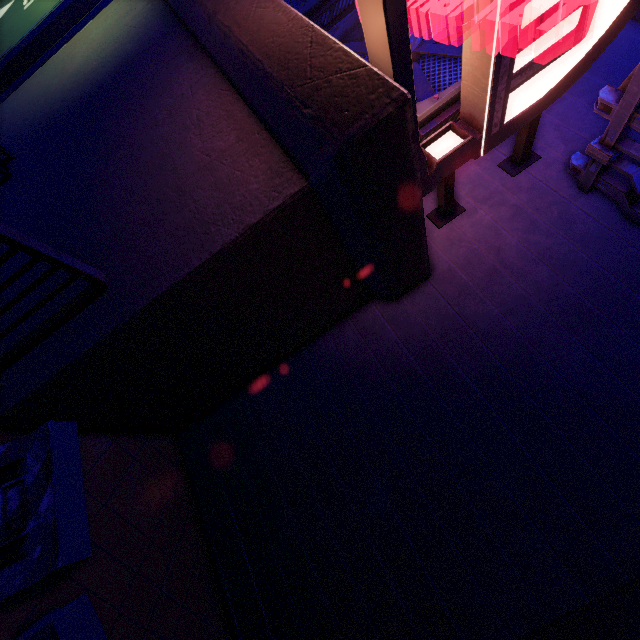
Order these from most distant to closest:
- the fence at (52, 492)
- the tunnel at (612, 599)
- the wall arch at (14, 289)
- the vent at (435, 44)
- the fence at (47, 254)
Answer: the vent at (435, 44) → the wall arch at (14, 289) → the tunnel at (612, 599) → the fence at (52, 492) → the fence at (47, 254)

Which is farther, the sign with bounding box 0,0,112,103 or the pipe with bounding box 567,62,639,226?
the sign with bounding box 0,0,112,103

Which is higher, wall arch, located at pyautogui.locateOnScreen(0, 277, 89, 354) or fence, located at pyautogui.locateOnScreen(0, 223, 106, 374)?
fence, located at pyautogui.locateOnScreen(0, 223, 106, 374)

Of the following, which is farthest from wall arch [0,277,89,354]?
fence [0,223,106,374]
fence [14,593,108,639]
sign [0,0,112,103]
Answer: fence [14,593,108,639]

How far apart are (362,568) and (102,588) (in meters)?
3.29

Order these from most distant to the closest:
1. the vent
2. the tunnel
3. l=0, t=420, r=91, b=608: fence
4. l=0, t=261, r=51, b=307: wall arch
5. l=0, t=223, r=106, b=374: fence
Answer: the vent < l=0, t=261, r=51, b=307: wall arch < the tunnel < l=0, t=420, r=91, b=608: fence < l=0, t=223, r=106, b=374: fence

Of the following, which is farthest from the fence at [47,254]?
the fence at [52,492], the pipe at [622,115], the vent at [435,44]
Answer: the pipe at [622,115]

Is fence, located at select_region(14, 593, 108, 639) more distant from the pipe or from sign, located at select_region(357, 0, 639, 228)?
the pipe
